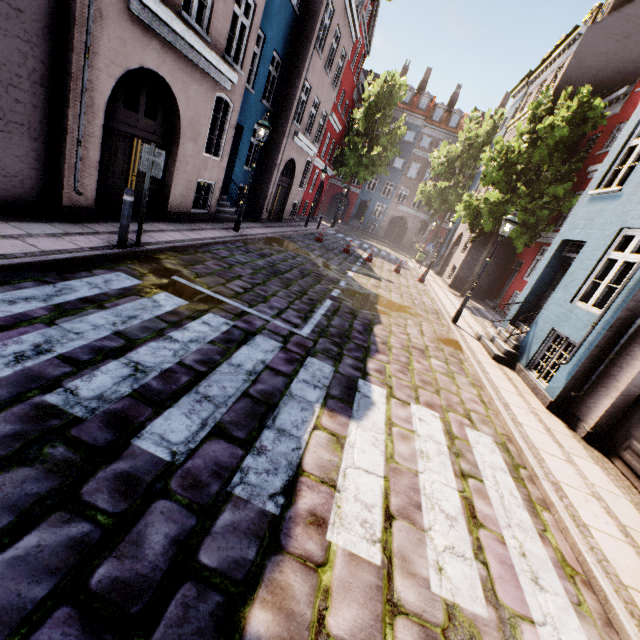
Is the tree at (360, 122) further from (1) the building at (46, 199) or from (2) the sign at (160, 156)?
(2) the sign at (160, 156)

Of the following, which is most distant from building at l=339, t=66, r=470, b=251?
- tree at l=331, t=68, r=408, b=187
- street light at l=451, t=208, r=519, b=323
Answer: tree at l=331, t=68, r=408, b=187

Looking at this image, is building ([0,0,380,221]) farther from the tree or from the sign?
the tree

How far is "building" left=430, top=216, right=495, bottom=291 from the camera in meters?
18.8 m

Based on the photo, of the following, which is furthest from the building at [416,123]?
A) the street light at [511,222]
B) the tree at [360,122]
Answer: the tree at [360,122]

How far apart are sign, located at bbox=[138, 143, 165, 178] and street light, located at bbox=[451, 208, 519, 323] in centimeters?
917cm

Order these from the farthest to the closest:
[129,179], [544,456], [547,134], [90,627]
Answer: [547,134], [129,179], [544,456], [90,627]

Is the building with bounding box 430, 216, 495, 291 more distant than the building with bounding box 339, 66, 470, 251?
No
